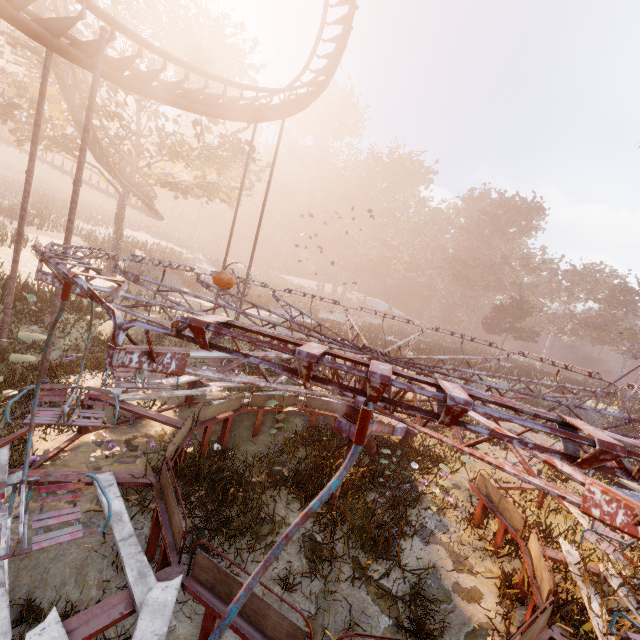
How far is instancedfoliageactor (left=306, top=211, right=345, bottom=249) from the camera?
57.4 meters

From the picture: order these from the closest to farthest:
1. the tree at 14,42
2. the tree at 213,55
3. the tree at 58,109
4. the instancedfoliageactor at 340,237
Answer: the tree at 14,42, the tree at 58,109, the tree at 213,55, the instancedfoliageactor at 340,237

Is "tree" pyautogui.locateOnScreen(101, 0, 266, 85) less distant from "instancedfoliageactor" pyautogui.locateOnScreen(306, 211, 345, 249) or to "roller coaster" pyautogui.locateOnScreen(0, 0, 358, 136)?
"roller coaster" pyautogui.locateOnScreen(0, 0, 358, 136)

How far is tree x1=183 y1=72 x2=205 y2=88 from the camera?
20.3m

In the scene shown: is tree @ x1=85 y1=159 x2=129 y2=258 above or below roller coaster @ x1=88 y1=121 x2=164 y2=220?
below

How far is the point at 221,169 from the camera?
24.8m

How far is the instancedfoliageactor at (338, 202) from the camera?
57.5 meters
